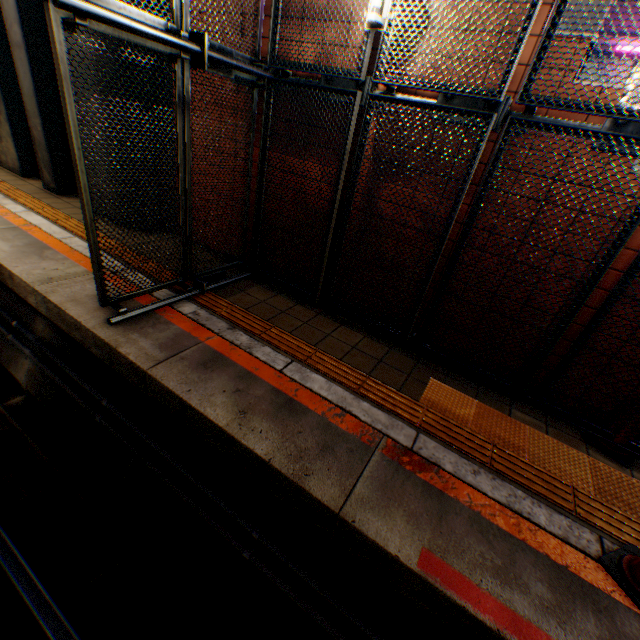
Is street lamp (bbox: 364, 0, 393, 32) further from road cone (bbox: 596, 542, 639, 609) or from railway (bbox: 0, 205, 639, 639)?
road cone (bbox: 596, 542, 639, 609)

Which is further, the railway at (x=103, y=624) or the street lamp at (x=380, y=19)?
the street lamp at (x=380, y=19)

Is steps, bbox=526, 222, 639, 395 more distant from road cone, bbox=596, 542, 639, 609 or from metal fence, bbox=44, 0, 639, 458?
road cone, bbox=596, 542, 639, 609

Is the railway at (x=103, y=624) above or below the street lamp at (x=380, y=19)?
below

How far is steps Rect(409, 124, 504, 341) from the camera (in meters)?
2.96

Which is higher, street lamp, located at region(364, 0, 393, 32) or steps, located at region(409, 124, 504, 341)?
street lamp, located at region(364, 0, 393, 32)

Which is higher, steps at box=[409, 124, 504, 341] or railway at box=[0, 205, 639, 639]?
steps at box=[409, 124, 504, 341]

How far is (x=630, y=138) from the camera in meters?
2.3
